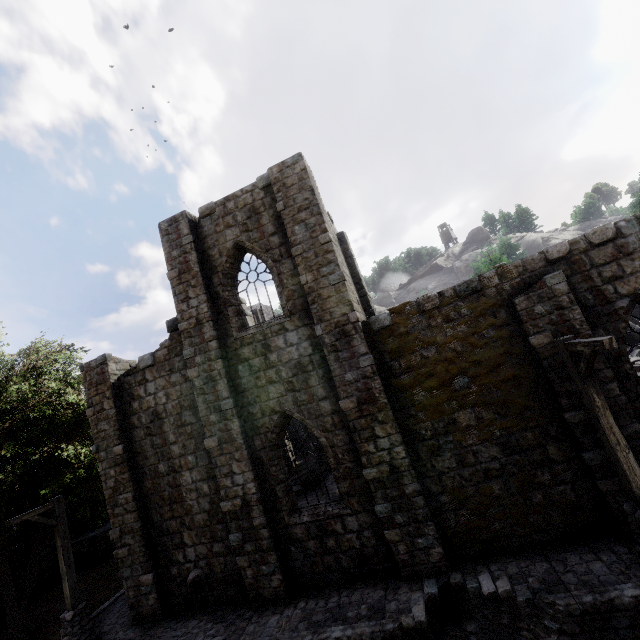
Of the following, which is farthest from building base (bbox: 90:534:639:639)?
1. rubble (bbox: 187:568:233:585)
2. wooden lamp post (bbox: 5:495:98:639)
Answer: rubble (bbox: 187:568:233:585)

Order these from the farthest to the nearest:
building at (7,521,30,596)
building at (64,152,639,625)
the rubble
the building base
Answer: building at (7,521,30,596), the rubble, building at (64,152,639,625), the building base

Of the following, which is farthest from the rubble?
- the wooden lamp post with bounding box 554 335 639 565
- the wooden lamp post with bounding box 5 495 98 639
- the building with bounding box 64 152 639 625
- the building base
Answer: the wooden lamp post with bounding box 554 335 639 565

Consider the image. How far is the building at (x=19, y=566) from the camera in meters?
16.6 m

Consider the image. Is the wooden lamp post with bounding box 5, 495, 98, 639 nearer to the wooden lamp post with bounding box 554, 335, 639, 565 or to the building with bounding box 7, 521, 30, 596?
the building with bounding box 7, 521, 30, 596

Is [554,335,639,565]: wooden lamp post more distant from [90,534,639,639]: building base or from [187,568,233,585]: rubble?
[187,568,233,585]: rubble

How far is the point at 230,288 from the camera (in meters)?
11.31

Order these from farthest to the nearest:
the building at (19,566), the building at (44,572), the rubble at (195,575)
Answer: the building at (44,572) < the building at (19,566) < the rubble at (195,575)
